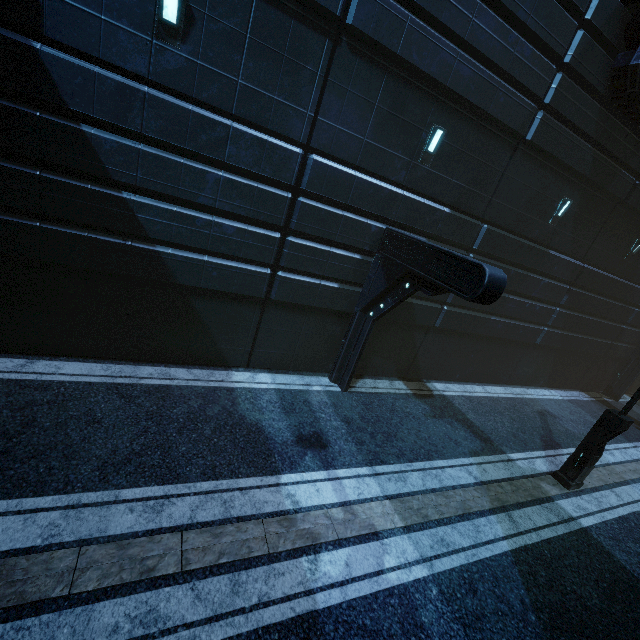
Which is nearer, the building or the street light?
the building

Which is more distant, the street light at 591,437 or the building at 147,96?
the street light at 591,437

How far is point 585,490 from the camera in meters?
9.2
